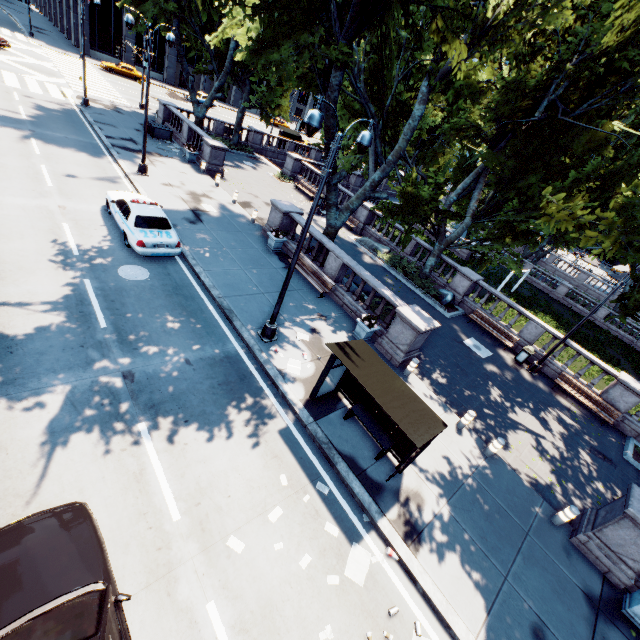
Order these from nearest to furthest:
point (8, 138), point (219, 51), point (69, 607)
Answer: point (69, 607), point (8, 138), point (219, 51)

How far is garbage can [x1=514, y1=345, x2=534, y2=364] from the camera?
17.8m

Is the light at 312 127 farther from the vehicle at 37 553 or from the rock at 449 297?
the rock at 449 297

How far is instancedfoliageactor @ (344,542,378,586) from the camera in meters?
6.9

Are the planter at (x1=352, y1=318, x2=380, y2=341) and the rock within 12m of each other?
yes

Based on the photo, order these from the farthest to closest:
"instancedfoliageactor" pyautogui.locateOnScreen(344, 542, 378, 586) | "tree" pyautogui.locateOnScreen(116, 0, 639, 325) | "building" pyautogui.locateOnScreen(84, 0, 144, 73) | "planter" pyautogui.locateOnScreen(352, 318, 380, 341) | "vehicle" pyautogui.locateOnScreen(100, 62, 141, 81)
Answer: "building" pyautogui.locateOnScreen(84, 0, 144, 73), "vehicle" pyautogui.locateOnScreen(100, 62, 141, 81), "planter" pyautogui.locateOnScreen(352, 318, 380, 341), "tree" pyautogui.locateOnScreen(116, 0, 639, 325), "instancedfoliageactor" pyautogui.locateOnScreen(344, 542, 378, 586)

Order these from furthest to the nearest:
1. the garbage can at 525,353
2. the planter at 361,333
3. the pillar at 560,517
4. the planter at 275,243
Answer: the garbage can at 525,353 < the planter at 275,243 < the planter at 361,333 < the pillar at 560,517

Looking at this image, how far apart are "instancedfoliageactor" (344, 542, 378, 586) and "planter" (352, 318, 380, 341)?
7.5m
